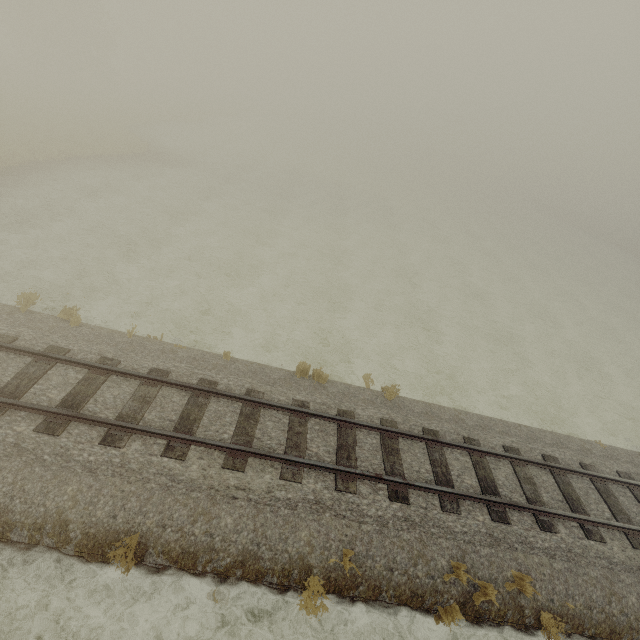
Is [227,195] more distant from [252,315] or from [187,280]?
[252,315]
